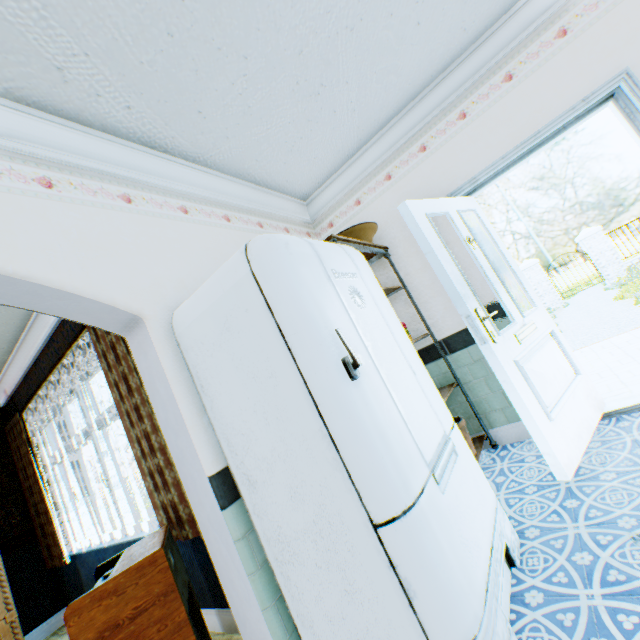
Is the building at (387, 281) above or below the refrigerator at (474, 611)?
above

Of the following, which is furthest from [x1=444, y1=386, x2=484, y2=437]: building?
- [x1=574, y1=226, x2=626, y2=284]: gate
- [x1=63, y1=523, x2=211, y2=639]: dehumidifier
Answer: [x1=574, y1=226, x2=626, y2=284]: gate

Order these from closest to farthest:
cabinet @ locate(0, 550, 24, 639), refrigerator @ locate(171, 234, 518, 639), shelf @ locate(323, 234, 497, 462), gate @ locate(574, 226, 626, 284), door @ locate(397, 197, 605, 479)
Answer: refrigerator @ locate(171, 234, 518, 639)
door @ locate(397, 197, 605, 479)
shelf @ locate(323, 234, 497, 462)
cabinet @ locate(0, 550, 24, 639)
gate @ locate(574, 226, 626, 284)

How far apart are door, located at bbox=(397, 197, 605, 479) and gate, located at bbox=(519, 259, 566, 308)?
14.0m

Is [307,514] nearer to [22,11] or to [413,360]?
[413,360]

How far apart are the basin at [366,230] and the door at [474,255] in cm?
59

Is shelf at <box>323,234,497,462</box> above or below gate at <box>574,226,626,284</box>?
above
